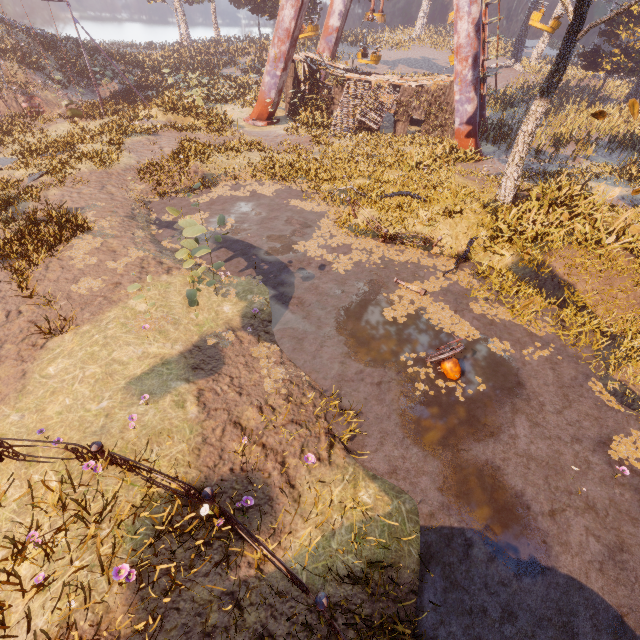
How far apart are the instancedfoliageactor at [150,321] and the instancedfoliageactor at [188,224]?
1.3 meters

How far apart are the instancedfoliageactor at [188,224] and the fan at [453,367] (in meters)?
6.02

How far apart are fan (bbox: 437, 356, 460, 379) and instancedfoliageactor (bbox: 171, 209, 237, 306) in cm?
602

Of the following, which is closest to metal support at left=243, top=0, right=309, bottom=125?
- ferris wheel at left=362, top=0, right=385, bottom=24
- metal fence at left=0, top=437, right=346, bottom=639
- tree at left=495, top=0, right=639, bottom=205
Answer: ferris wheel at left=362, top=0, right=385, bottom=24

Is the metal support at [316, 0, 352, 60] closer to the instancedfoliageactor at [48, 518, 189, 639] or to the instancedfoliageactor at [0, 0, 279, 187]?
the instancedfoliageactor at [0, 0, 279, 187]

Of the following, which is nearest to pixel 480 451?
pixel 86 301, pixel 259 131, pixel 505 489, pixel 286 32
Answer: pixel 505 489

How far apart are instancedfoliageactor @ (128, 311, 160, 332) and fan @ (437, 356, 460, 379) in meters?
6.6 m

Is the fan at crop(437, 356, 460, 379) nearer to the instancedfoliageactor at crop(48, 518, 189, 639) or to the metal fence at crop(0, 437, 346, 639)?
the metal fence at crop(0, 437, 346, 639)
